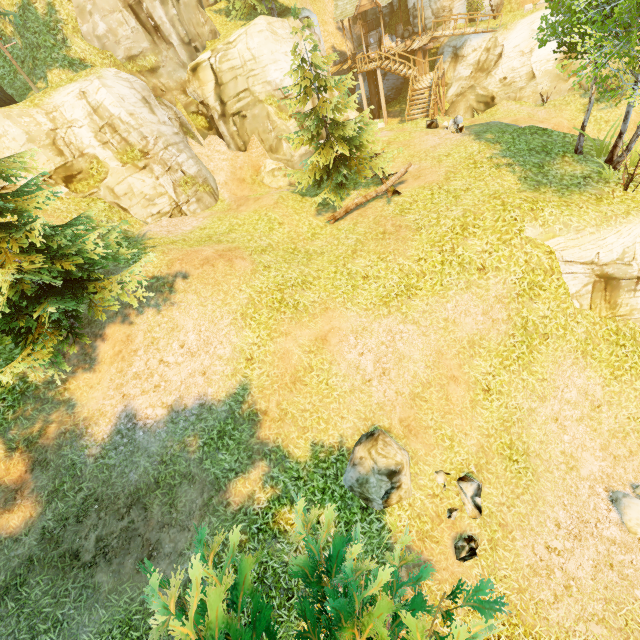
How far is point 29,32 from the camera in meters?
15.1 m

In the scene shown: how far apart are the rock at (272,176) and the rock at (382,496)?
15.7m

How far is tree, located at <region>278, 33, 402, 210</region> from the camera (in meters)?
12.66

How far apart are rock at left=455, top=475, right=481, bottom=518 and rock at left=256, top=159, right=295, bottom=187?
17.5 meters

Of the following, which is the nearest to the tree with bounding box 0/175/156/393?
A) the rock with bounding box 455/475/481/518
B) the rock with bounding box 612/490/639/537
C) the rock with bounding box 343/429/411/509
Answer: the rock with bounding box 343/429/411/509

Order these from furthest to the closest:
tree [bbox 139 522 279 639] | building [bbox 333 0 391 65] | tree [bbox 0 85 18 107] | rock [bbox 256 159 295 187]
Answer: building [bbox 333 0 391 65] → rock [bbox 256 159 295 187] → tree [bbox 0 85 18 107] → tree [bbox 139 522 279 639]

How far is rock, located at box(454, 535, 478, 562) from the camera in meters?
7.9 m

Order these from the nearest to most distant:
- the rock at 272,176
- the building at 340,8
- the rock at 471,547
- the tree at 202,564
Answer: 1. the tree at 202,564
2. the rock at 471,547
3. the rock at 272,176
4. the building at 340,8
